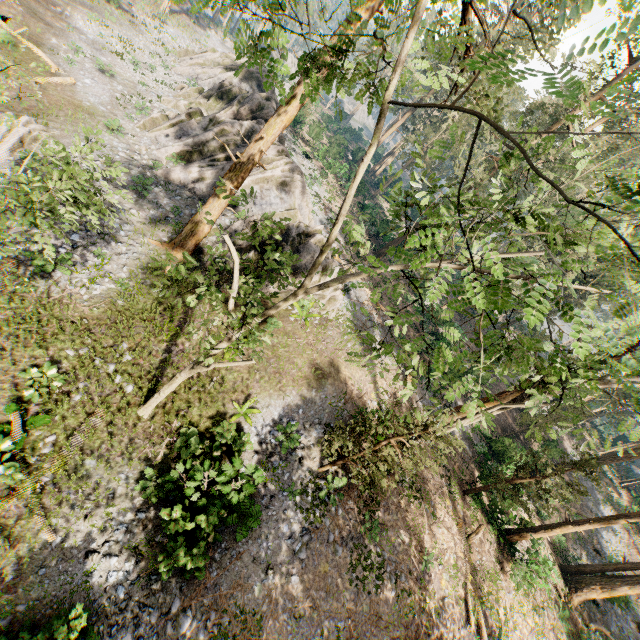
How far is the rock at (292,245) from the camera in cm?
1872

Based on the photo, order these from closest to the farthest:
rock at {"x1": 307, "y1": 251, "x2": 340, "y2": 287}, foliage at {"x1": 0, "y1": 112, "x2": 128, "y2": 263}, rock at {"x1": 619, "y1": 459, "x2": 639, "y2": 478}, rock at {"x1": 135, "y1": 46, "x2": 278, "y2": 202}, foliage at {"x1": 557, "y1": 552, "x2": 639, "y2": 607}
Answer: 1. foliage at {"x1": 0, "y1": 112, "x2": 128, "y2": 263}
2. rock at {"x1": 307, "y1": 251, "x2": 340, "y2": 287}
3. rock at {"x1": 135, "y1": 46, "x2": 278, "y2": 202}
4. foliage at {"x1": 557, "y1": 552, "x2": 639, "y2": 607}
5. rock at {"x1": 619, "y1": 459, "x2": 639, "y2": 478}

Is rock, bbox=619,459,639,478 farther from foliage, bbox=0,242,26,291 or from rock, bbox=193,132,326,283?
rock, bbox=193,132,326,283

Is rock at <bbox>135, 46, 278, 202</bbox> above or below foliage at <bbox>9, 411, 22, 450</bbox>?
above

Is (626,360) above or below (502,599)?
above

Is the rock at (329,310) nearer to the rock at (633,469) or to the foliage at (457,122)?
the foliage at (457,122)
